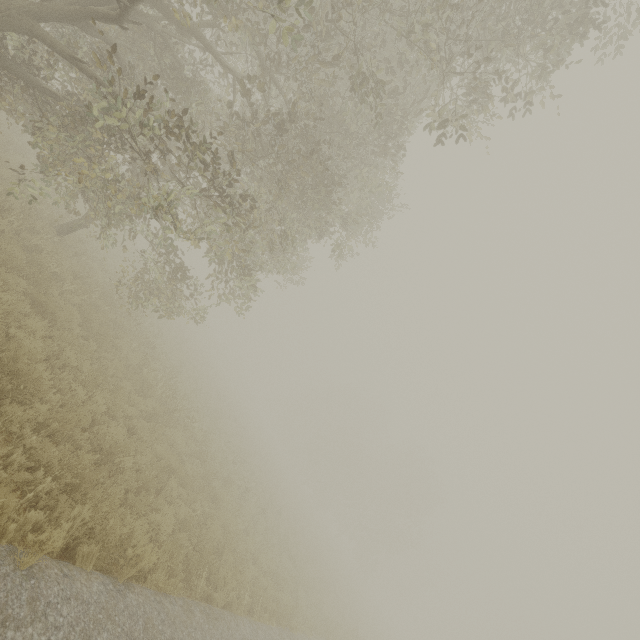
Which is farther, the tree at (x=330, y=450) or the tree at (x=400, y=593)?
the tree at (x=400, y=593)

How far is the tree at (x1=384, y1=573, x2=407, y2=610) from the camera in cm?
5784

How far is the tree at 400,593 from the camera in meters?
57.8

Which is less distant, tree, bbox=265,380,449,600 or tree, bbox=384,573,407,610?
tree, bbox=265,380,449,600

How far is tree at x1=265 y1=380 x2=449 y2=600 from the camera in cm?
4028

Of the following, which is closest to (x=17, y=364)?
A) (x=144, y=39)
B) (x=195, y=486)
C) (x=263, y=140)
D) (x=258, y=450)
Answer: (x=195, y=486)
